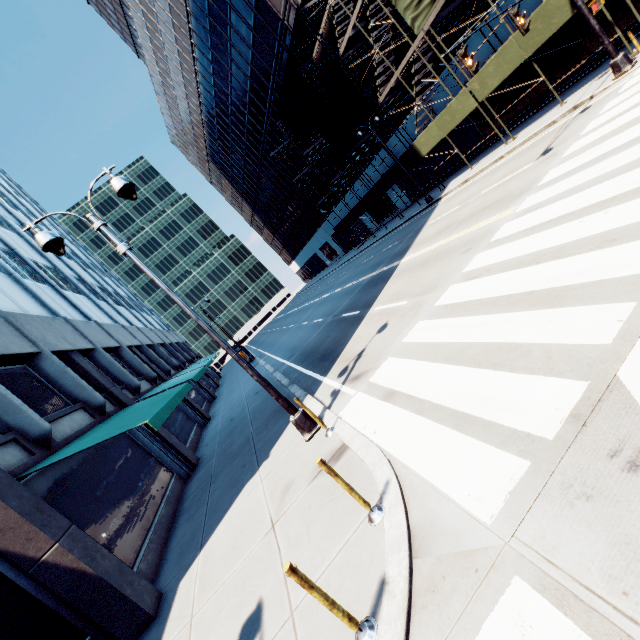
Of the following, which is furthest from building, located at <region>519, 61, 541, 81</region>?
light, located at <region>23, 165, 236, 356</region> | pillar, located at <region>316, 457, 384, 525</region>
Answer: pillar, located at <region>316, 457, 384, 525</region>

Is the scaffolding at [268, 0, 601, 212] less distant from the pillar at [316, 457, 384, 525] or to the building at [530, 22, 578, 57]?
the building at [530, 22, 578, 57]

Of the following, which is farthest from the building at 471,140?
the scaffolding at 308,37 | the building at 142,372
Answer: the building at 142,372

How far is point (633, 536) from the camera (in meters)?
2.35

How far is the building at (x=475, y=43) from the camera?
18.6 meters

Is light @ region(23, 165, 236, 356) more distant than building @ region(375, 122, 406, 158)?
No

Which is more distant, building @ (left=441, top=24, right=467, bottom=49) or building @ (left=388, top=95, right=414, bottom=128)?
building @ (left=388, top=95, right=414, bottom=128)

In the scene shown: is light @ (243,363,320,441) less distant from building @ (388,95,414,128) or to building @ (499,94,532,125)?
building @ (499,94,532,125)
